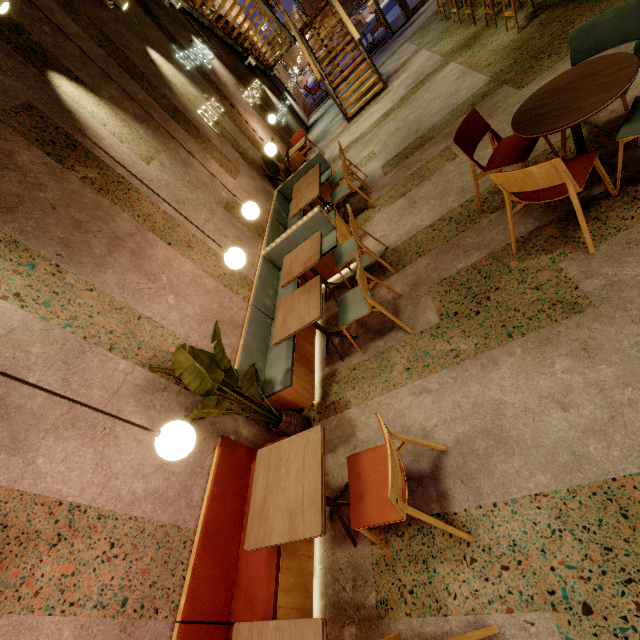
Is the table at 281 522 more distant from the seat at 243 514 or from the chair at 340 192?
the chair at 340 192

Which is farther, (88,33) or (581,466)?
(88,33)

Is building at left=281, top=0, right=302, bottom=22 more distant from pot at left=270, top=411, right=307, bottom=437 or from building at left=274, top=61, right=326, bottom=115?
pot at left=270, top=411, right=307, bottom=437

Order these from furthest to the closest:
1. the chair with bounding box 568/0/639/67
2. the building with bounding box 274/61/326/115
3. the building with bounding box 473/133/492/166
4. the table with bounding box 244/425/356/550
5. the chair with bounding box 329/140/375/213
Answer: the building with bounding box 274/61/326/115 → the chair with bounding box 329/140/375/213 → the building with bounding box 473/133/492/166 → the chair with bounding box 568/0/639/67 → the table with bounding box 244/425/356/550

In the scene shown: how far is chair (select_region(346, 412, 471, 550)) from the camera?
1.7m

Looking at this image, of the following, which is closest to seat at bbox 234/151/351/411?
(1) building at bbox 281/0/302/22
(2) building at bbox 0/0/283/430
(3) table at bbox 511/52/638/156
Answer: (2) building at bbox 0/0/283/430

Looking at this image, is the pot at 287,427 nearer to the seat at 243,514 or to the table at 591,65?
the seat at 243,514

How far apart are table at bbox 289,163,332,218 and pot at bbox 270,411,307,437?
3.2m
